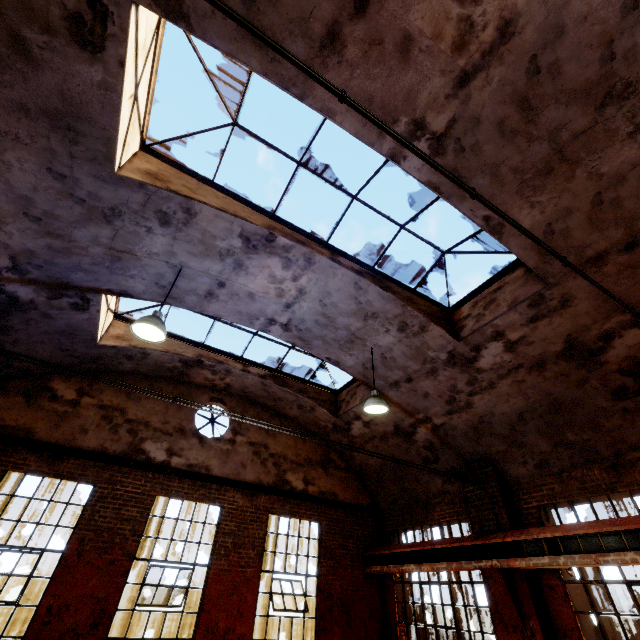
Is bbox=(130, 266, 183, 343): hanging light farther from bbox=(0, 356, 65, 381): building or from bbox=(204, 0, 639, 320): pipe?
bbox=(204, 0, 639, 320): pipe

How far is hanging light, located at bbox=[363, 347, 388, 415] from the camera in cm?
680

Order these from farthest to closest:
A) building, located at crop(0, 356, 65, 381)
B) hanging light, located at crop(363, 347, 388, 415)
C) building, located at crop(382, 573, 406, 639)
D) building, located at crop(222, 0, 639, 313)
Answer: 1. building, located at crop(382, 573, 406, 639)
2. building, located at crop(0, 356, 65, 381)
3. hanging light, located at crop(363, 347, 388, 415)
4. building, located at crop(222, 0, 639, 313)

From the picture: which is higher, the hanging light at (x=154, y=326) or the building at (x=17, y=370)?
the building at (x=17, y=370)

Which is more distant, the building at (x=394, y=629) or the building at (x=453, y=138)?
the building at (x=394, y=629)

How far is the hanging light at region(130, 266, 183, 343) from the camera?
5.1 meters

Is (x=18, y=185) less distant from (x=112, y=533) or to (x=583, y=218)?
(x=112, y=533)

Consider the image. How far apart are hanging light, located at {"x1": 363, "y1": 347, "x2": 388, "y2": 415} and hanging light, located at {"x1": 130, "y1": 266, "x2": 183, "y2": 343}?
4.2m
